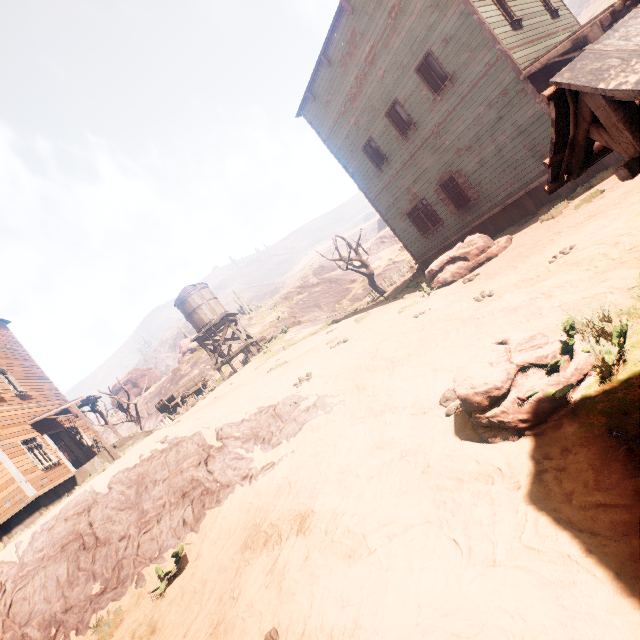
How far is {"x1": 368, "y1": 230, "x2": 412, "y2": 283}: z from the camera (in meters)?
35.44

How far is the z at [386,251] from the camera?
35.44m

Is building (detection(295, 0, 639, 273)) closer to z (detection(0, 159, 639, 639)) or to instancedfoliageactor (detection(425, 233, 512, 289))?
z (detection(0, 159, 639, 639))

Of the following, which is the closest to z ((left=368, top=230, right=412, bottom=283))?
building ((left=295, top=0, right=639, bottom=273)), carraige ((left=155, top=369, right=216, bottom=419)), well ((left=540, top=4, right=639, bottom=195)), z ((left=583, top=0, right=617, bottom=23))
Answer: z ((left=583, top=0, right=617, bottom=23))

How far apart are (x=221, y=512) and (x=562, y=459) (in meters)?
6.41

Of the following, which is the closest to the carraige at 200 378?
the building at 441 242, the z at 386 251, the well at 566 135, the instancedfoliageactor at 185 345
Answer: the building at 441 242

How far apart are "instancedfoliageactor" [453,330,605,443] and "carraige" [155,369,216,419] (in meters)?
18.12

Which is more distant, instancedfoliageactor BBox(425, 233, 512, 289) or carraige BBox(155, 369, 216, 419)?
carraige BBox(155, 369, 216, 419)
